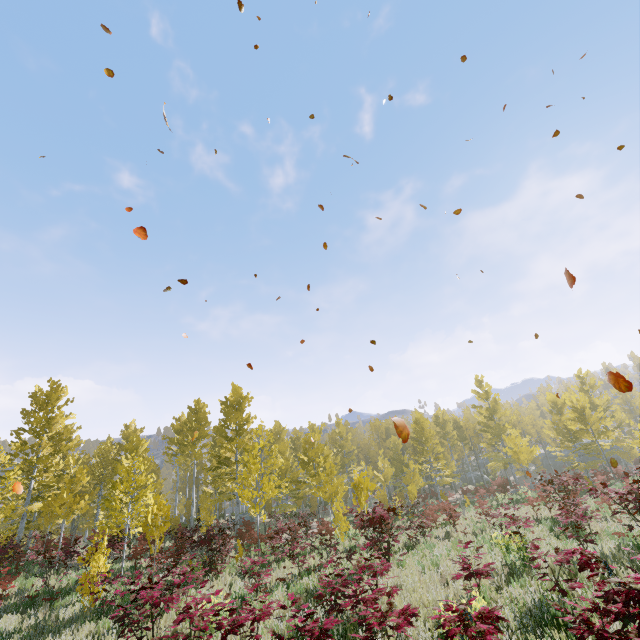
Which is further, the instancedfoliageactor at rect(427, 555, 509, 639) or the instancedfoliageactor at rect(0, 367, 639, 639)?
the instancedfoliageactor at rect(0, 367, 639, 639)

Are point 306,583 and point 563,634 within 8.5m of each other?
yes

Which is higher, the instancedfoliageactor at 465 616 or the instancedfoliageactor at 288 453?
the instancedfoliageactor at 288 453

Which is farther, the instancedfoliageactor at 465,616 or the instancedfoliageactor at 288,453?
the instancedfoliageactor at 288,453

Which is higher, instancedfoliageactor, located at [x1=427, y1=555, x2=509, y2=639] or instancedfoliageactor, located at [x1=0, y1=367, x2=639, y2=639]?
instancedfoliageactor, located at [x1=0, y1=367, x2=639, y2=639]
